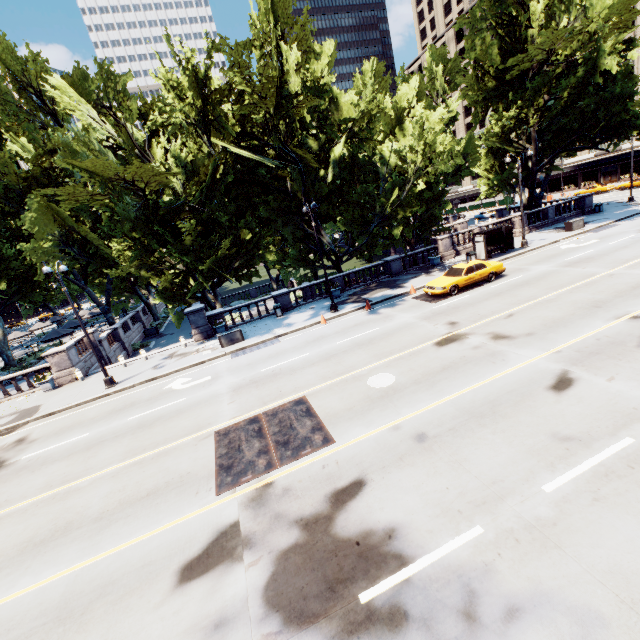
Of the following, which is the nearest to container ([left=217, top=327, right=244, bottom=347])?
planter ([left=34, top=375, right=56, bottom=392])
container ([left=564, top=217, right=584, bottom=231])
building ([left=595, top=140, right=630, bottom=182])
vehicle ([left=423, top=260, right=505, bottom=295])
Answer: planter ([left=34, top=375, right=56, bottom=392])

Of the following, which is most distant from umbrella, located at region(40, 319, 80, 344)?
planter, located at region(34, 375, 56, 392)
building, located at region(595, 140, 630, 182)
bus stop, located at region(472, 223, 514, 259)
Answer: building, located at region(595, 140, 630, 182)

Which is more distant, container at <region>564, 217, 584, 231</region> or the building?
the building

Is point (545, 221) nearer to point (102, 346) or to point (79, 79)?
point (79, 79)

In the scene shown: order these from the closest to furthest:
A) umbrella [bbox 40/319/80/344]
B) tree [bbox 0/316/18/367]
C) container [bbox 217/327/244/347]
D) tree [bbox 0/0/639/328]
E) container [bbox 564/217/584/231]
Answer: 1. tree [bbox 0/0/639/328]
2. container [bbox 217/327/244/347]
3. container [bbox 564/217/584/231]
4. umbrella [bbox 40/319/80/344]
5. tree [bbox 0/316/18/367]

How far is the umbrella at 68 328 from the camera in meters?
29.3 m

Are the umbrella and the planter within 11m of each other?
yes

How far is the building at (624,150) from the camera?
55.8 meters
